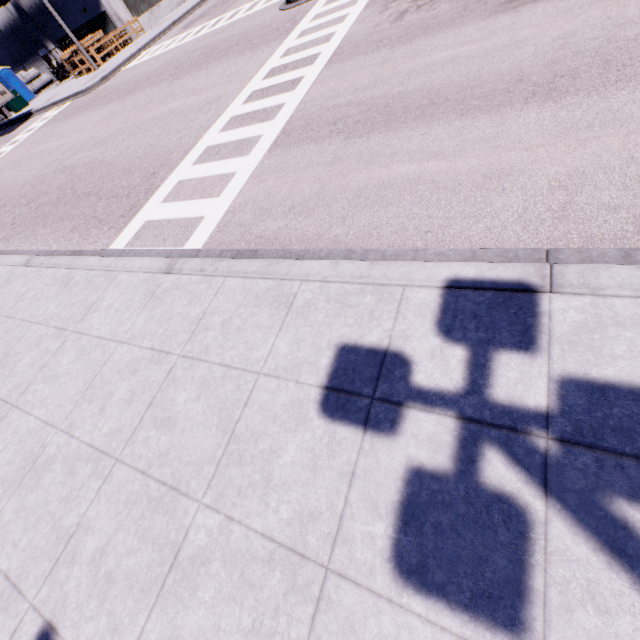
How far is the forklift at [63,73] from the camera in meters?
31.3 m

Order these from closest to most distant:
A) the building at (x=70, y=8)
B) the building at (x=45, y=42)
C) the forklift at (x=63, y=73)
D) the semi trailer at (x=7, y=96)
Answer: the semi trailer at (x=7, y=96)
the building at (x=70, y=8)
the building at (x=45, y=42)
the forklift at (x=63, y=73)

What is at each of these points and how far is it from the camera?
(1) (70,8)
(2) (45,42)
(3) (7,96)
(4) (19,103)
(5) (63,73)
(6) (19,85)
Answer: (1) building, 29.4m
(2) building, 33.0m
(3) semi trailer, 24.1m
(4) electrical box, 29.1m
(5) forklift, 32.1m
(6) portable restroom, 32.2m

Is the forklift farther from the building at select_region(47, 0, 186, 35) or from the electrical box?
the electrical box

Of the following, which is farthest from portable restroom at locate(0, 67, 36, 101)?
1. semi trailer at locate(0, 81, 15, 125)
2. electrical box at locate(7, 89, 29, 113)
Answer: semi trailer at locate(0, 81, 15, 125)

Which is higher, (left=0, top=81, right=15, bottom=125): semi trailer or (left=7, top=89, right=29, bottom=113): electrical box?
(left=0, top=81, right=15, bottom=125): semi trailer

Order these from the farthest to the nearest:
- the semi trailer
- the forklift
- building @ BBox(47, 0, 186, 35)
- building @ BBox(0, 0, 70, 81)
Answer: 1. the forklift
2. building @ BBox(0, 0, 70, 81)
3. building @ BBox(47, 0, 186, 35)
4. the semi trailer

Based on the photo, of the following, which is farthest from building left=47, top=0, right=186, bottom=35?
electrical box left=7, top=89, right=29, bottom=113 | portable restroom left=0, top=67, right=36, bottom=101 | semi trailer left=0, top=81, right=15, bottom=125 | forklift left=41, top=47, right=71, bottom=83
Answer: electrical box left=7, top=89, right=29, bottom=113
